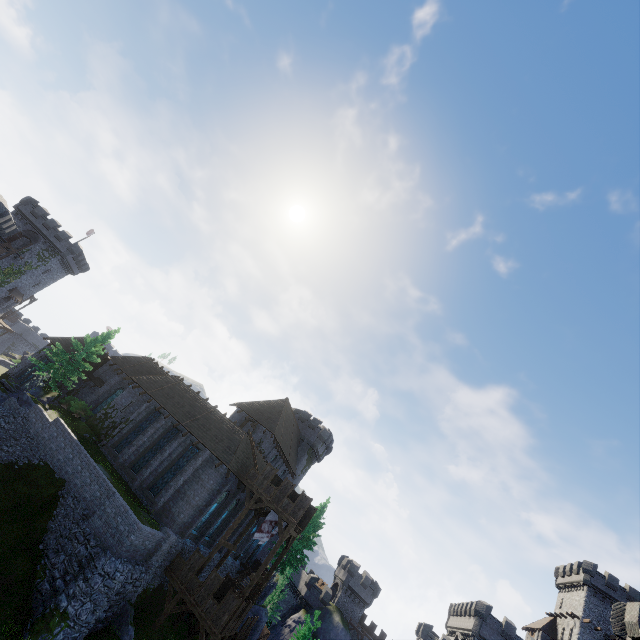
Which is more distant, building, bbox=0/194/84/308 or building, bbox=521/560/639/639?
building, bbox=521/560/639/639

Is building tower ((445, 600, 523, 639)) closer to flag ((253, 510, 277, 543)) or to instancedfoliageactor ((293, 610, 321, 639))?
flag ((253, 510, 277, 543))

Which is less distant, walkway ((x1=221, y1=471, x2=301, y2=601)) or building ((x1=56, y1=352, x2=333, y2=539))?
walkway ((x1=221, y1=471, x2=301, y2=601))

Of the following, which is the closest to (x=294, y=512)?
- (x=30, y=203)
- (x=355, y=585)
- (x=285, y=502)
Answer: (x=285, y=502)

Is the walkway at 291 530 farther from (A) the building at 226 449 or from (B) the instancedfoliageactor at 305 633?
(B) the instancedfoliageactor at 305 633

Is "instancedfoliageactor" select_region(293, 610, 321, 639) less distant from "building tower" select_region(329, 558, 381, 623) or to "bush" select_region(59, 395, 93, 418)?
"bush" select_region(59, 395, 93, 418)

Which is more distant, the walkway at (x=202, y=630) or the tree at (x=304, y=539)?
the tree at (x=304, y=539)

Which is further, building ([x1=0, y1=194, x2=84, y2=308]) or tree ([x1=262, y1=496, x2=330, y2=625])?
tree ([x1=262, y1=496, x2=330, y2=625])
